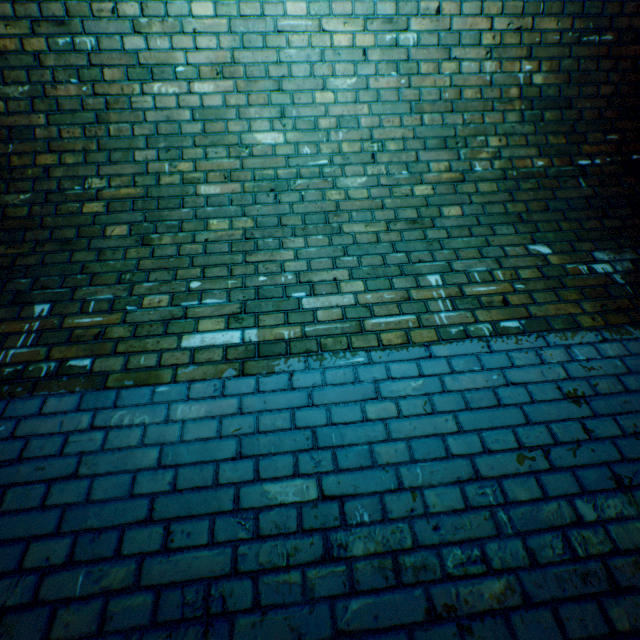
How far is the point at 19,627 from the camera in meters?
1.0
